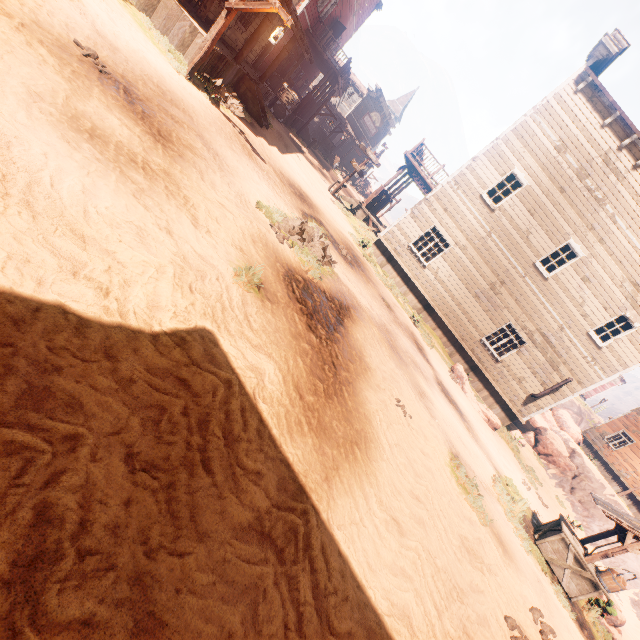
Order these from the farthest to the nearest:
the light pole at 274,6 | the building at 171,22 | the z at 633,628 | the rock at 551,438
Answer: the rock at 551,438 → the z at 633,628 → the building at 171,22 → the light pole at 274,6

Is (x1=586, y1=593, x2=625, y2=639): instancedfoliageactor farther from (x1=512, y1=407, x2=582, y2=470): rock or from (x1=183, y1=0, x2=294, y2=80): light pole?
(x1=183, y1=0, x2=294, y2=80): light pole

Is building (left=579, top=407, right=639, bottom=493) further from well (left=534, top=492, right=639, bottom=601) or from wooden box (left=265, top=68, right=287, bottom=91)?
well (left=534, top=492, right=639, bottom=601)

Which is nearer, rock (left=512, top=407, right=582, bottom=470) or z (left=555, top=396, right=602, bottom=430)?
rock (left=512, top=407, right=582, bottom=470)

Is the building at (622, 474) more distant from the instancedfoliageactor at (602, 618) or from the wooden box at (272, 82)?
the instancedfoliageactor at (602, 618)

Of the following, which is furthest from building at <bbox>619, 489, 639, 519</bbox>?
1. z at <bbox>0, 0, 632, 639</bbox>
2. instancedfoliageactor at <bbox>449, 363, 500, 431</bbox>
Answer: instancedfoliageactor at <bbox>449, 363, 500, 431</bbox>

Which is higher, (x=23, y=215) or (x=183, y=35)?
(x=183, y=35)

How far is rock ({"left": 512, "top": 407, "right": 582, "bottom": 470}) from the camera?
19.2 meters
